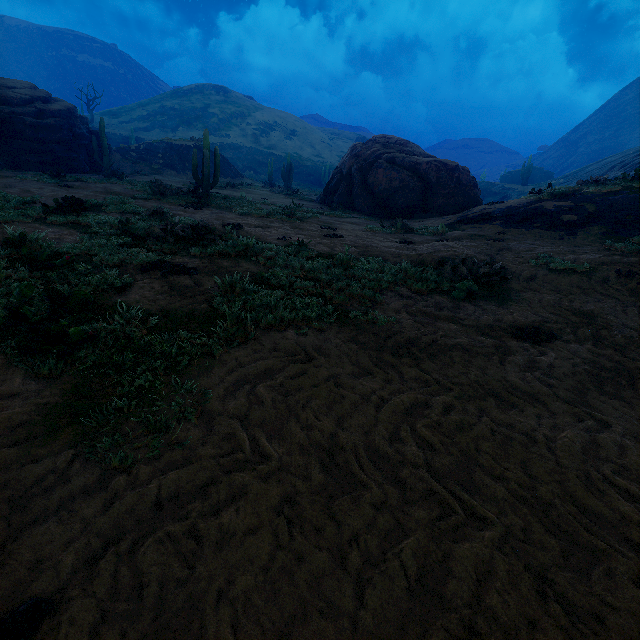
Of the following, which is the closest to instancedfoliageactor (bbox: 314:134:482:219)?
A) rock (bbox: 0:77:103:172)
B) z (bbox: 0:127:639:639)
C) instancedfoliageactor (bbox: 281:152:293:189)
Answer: rock (bbox: 0:77:103:172)

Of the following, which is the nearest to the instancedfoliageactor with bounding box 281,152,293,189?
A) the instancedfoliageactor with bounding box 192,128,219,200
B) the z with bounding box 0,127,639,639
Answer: the z with bounding box 0,127,639,639

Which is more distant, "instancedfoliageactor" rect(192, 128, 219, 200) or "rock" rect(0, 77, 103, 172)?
"rock" rect(0, 77, 103, 172)

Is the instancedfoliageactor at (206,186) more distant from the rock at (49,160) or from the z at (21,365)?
the z at (21,365)

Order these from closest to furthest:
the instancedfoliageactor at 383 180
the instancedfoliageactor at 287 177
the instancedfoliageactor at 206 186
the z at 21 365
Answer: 1. the z at 21 365
2. the instancedfoliageactor at 206 186
3. the instancedfoliageactor at 383 180
4. the instancedfoliageactor at 287 177

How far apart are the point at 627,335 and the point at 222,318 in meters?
6.1

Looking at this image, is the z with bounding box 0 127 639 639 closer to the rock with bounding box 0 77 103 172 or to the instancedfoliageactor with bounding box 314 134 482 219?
the instancedfoliageactor with bounding box 314 134 482 219

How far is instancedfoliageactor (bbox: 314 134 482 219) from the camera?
16.5 meters
